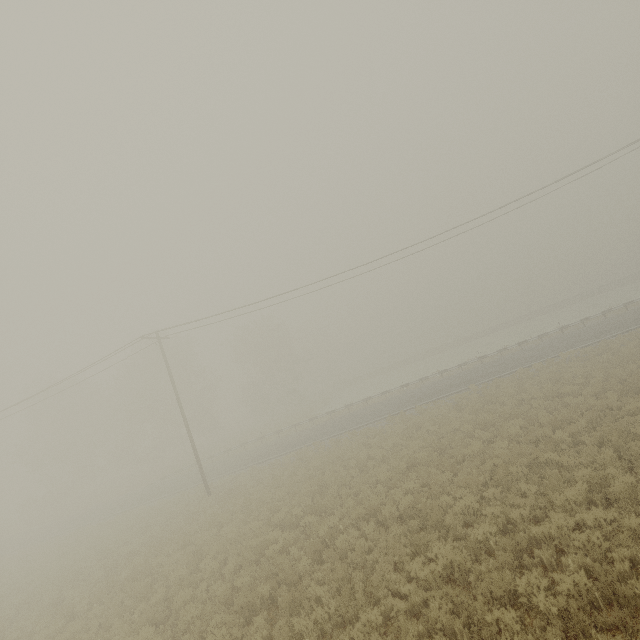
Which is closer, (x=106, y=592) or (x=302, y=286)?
(x=106, y=592)

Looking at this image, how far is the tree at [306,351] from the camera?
49.8 meters

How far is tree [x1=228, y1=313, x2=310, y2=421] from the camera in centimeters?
4981cm
